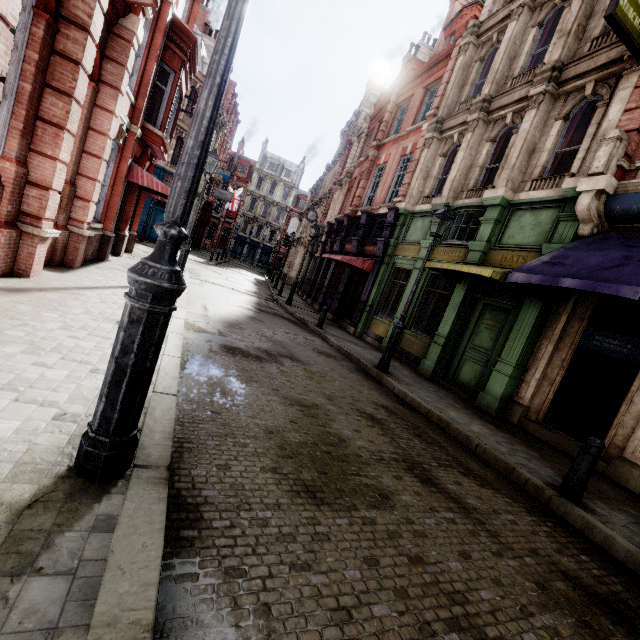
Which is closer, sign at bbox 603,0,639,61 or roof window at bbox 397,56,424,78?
sign at bbox 603,0,639,61

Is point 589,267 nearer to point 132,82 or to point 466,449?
point 466,449

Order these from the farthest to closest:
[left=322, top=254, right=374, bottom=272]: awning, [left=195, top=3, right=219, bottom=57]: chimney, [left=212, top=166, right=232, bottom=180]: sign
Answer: [left=195, top=3, right=219, bottom=57]: chimney < [left=212, top=166, right=232, bottom=180]: sign < [left=322, top=254, right=374, bottom=272]: awning

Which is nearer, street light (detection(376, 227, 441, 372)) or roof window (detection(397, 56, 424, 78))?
street light (detection(376, 227, 441, 372))

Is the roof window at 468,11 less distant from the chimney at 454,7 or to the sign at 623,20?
the chimney at 454,7

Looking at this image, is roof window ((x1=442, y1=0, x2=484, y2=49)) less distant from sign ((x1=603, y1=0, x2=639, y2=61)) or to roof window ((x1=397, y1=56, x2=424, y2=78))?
roof window ((x1=397, y1=56, x2=424, y2=78))

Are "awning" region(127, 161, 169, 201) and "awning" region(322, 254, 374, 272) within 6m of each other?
no

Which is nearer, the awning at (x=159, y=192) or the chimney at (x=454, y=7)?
the awning at (x=159, y=192)
